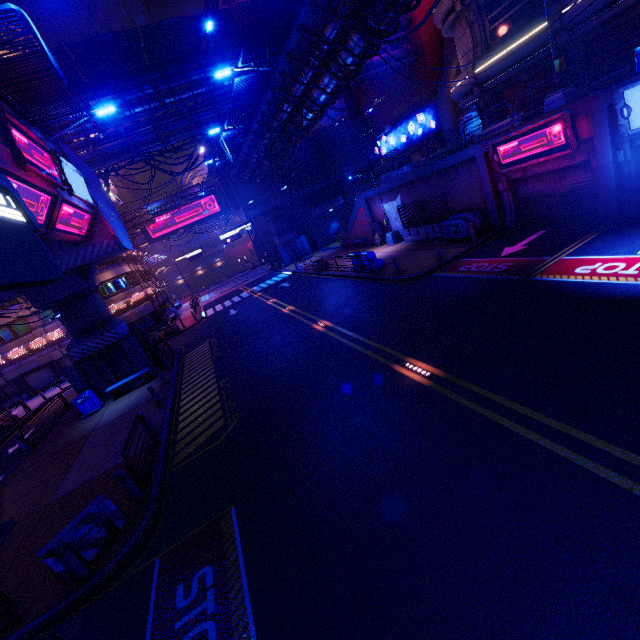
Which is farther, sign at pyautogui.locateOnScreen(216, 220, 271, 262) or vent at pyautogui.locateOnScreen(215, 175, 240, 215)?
sign at pyautogui.locateOnScreen(216, 220, 271, 262)

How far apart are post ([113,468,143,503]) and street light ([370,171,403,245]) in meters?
22.6 m

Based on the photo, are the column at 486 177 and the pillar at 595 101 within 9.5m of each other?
yes

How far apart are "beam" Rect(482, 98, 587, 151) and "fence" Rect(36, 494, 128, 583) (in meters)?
19.99

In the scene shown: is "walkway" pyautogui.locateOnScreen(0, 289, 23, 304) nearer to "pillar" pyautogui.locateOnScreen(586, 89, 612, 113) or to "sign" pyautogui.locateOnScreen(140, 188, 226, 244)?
"pillar" pyautogui.locateOnScreen(586, 89, 612, 113)

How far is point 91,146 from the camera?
23.72m

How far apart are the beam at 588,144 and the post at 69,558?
20.6m

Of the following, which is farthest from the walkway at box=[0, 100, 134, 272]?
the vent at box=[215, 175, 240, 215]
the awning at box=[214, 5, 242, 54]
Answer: the vent at box=[215, 175, 240, 215]
